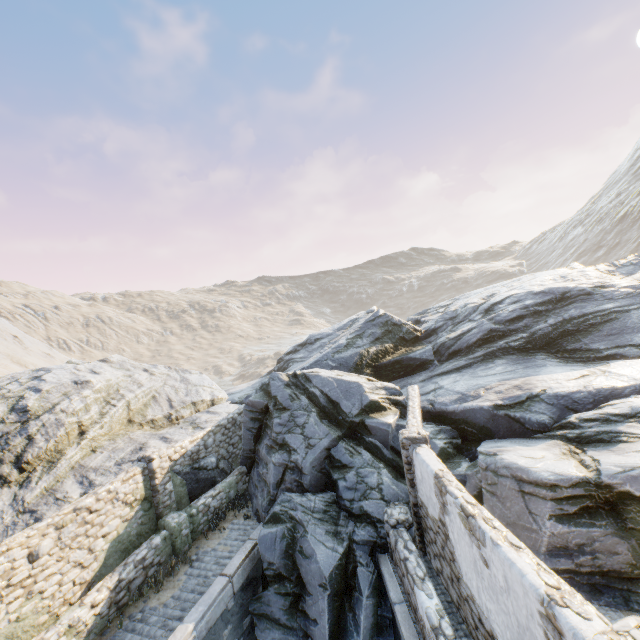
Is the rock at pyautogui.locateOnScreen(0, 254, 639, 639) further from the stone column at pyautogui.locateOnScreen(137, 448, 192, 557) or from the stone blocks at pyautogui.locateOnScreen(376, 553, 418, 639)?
the stone column at pyautogui.locateOnScreen(137, 448, 192, 557)

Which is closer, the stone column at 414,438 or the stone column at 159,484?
the stone column at 414,438

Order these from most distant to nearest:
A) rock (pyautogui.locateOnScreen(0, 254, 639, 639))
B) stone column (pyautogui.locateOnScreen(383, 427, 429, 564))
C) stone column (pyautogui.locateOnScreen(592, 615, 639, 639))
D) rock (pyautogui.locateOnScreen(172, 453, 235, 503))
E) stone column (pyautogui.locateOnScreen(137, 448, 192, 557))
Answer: rock (pyautogui.locateOnScreen(172, 453, 235, 503)) → stone column (pyautogui.locateOnScreen(137, 448, 192, 557)) → stone column (pyautogui.locateOnScreen(383, 427, 429, 564)) → rock (pyautogui.locateOnScreen(0, 254, 639, 639)) → stone column (pyautogui.locateOnScreen(592, 615, 639, 639))

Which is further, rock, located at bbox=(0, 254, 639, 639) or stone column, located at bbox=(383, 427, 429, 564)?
stone column, located at bbox=(383, 427, 429, 564)

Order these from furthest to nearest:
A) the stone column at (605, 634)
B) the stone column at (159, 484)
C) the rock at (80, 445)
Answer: the stone column at (159, 484) < the rock at (80, 445) < the stone column at (605, 634)

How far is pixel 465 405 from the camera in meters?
11.8 m

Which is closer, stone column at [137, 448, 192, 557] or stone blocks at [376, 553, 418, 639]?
stone blocks at [376, 553, 418, 639]

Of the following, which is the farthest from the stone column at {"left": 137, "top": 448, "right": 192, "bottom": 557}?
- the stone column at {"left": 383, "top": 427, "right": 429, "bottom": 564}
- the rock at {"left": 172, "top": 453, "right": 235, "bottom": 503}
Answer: the stone column at {"left": 383, "top": 427, "right": 429, "bottom": 564}
